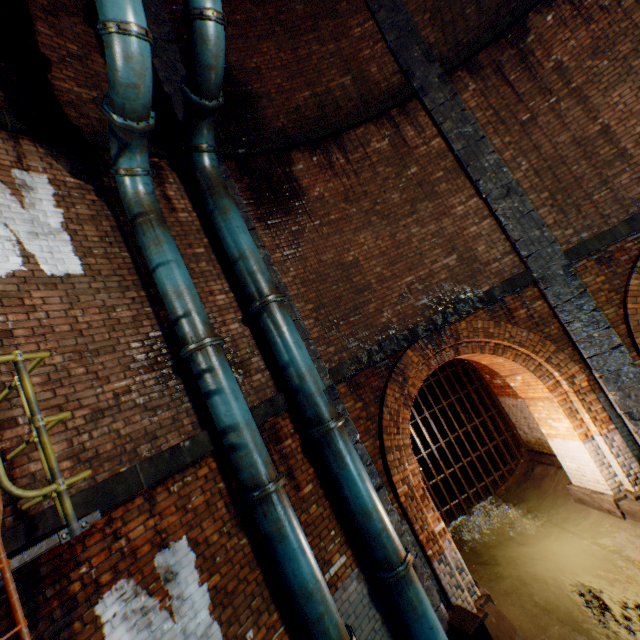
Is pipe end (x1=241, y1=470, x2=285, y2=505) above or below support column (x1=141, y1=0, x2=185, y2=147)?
below

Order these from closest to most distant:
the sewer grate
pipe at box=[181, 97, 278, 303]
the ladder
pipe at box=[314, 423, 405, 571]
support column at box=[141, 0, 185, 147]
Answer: the ladder
pipe at box=[314, 423, 405, 571]
pipe at box=[181, 97, 278, 303]
support column at box=[141, 0, 185, 147]
the sewer grate

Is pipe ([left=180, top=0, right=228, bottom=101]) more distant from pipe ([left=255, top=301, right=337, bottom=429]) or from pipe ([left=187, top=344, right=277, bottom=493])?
pipe ([left=187, top=344, right=277, bottom=493])

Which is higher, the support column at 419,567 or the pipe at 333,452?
the pipe at 333,452

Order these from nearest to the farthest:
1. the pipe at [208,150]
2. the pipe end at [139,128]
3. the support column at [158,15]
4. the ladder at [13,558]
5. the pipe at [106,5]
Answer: the ladder at [13,558] → the pipe at [106,5] → the pipe end at [139,128] → the pipe at [208,150] → the support column at [158,15]

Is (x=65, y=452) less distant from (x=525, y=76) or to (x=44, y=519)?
(x=44, y=519)

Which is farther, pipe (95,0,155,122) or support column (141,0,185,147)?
support column (141,0,185,147)

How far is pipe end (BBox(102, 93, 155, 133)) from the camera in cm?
390
